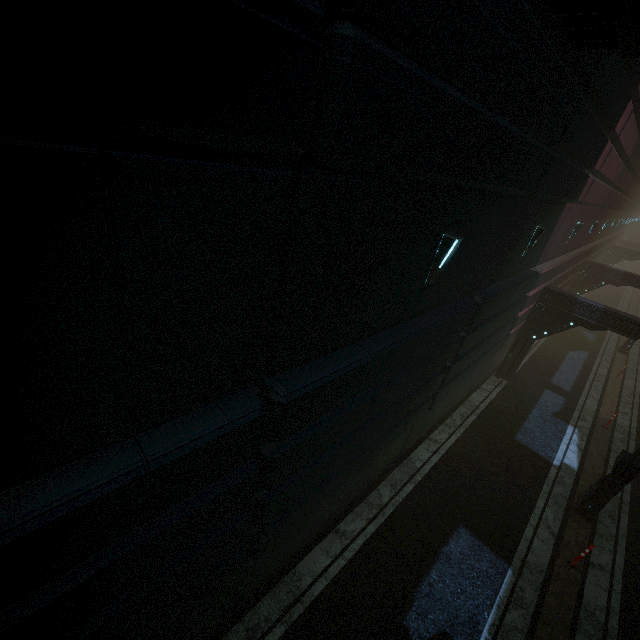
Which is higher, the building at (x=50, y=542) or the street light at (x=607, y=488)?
the building at (x=50, y=542)

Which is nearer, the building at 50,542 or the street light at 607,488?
the building at 50,542

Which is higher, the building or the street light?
the building

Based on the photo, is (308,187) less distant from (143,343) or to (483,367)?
(143,343)

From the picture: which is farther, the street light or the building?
the street light
